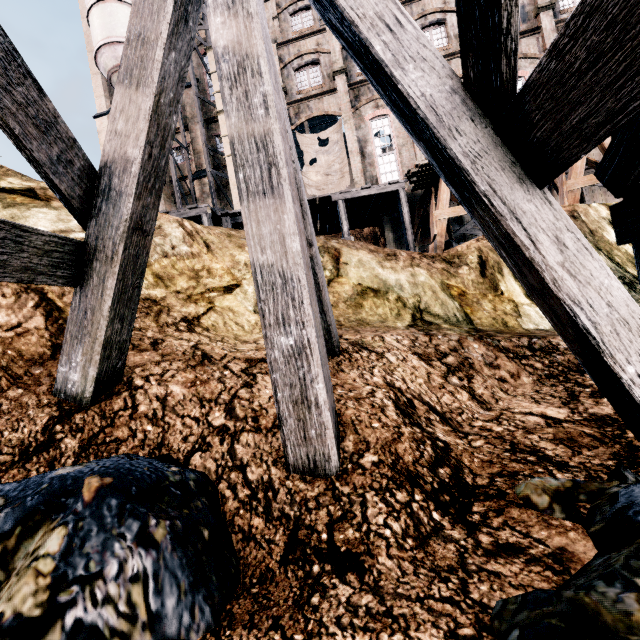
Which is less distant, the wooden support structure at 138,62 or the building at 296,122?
the wooden support structure at 138,62

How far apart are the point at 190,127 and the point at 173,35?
32.2m

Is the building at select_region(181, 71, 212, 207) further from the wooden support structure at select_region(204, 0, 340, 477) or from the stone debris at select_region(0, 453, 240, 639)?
the stone debris at select_region(0, 453, 240, 639)

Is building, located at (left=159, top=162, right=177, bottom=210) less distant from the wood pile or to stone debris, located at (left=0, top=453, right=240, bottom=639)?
the wood pile

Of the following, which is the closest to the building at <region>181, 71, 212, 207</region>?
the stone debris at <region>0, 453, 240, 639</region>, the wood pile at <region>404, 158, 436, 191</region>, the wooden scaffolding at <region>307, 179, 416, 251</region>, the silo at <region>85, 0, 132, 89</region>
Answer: the silo at <region>85, 0, 132, 89</region>

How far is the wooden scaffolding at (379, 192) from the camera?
14.8 meters

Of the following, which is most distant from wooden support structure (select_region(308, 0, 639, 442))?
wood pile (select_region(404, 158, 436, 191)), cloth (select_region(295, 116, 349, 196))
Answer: cloth (select_region(295, 116, 349, 196))

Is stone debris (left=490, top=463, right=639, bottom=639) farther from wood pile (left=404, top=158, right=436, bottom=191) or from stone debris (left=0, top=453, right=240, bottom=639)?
wood pile (left=404, top=158, right=436, bottom=191)
